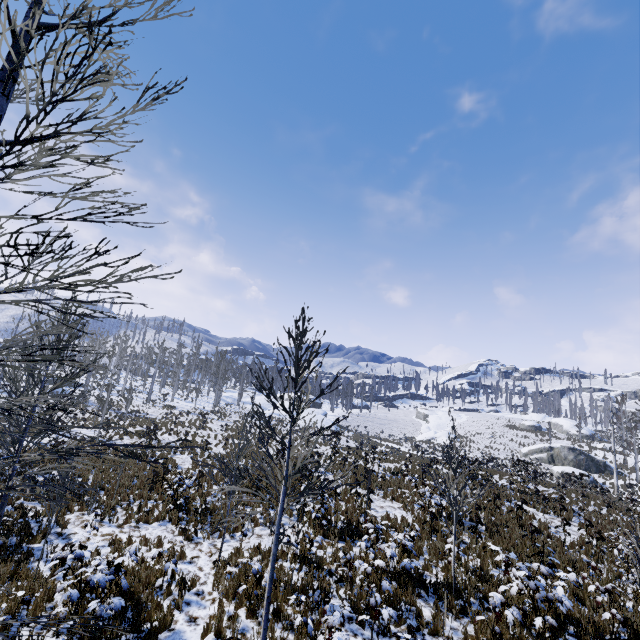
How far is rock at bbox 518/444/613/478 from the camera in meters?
39.0 m

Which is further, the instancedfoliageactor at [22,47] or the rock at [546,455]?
the rock at [546,455]

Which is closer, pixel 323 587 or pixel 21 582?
pixel 21 582

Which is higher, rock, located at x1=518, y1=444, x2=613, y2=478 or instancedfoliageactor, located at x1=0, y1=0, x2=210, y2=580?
instancedfoliageactor, located at x1=0, y1=0, x2=210, y2=580

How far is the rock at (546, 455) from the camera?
39.0 meters

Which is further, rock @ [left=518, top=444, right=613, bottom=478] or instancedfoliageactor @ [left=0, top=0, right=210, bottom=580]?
rock @ [left=518, top=444, right=613, bottom=478]
